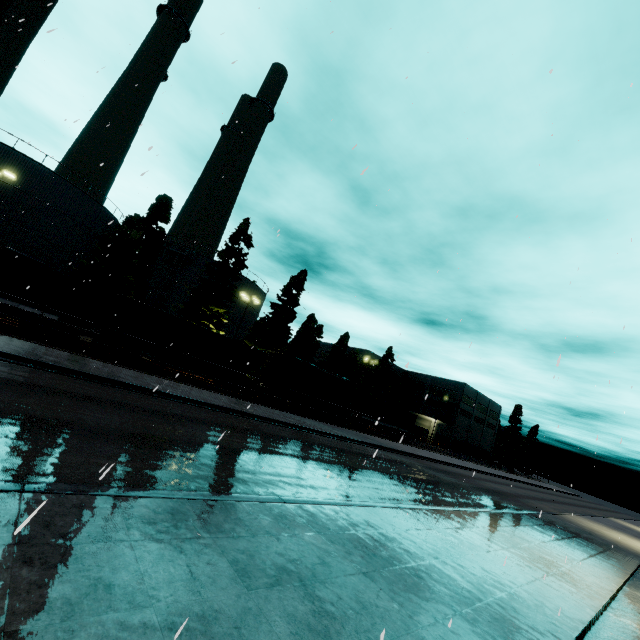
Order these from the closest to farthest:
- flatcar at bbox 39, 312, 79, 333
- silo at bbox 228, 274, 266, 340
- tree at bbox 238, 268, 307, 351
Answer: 1. flatcar at bbox 39, 312, 79, 333
2. tree at bbox 238, 268, 307, 351
3. silo at bbox 228, 274, 266, 340

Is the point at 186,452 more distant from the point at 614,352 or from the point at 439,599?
the point at 614,352

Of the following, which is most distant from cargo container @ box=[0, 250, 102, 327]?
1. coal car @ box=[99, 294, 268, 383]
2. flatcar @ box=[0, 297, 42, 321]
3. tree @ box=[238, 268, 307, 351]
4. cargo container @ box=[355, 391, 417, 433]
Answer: cargo container @ box=[355, 391, 417, 433]

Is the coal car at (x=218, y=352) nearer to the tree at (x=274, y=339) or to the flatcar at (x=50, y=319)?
the flatcar at (x=50, y=319)

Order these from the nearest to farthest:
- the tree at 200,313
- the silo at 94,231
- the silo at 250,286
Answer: the silo at 94,231, the tree at 200,313, the silo at 250,286

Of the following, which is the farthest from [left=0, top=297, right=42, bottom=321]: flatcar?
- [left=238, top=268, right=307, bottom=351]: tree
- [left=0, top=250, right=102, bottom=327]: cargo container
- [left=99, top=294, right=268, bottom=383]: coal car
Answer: [left=238, top=268, right=307, bottom=351]: tree

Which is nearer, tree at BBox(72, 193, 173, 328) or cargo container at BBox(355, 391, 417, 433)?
tree at BBox(72, 193, 173, 328)

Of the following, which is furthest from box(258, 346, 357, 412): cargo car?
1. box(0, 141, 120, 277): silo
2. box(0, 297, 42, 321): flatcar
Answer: box(0, 297, 42, 321): flatcar
